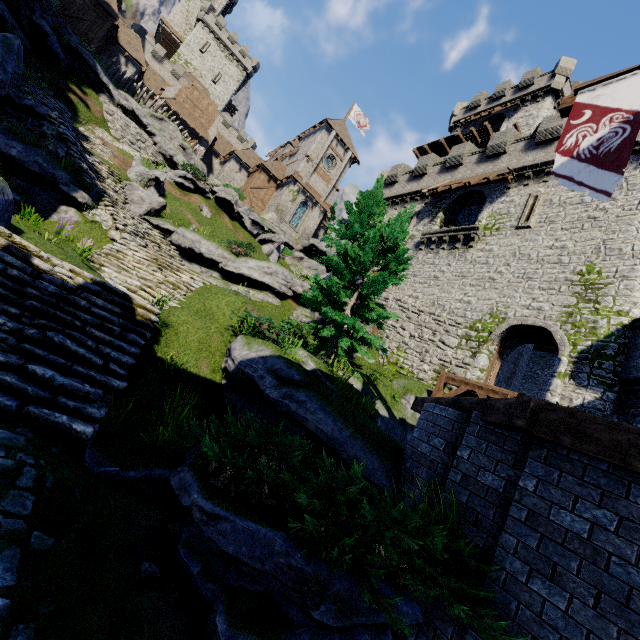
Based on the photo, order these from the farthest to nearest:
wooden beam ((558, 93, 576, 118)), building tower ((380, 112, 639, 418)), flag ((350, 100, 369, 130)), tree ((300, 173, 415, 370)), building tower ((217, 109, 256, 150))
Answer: building tower ((217, 109, 256, 150))
flag ((350, 100, 369, 130))
building tower ((380, 112, 639, 418))
tree ((300, 173, 415, 370))
wooden beam ((558, 93, 576, 118))

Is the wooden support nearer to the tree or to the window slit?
the tree

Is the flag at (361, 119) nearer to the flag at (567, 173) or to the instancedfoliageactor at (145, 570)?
the flag at (567, 173)

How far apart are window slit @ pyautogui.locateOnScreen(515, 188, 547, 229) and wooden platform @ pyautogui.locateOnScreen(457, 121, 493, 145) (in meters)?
15.64

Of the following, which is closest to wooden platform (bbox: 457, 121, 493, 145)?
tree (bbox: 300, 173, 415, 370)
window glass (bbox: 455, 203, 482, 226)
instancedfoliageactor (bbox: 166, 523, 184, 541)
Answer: window glass (bbox: 455, 203, 482, 226)

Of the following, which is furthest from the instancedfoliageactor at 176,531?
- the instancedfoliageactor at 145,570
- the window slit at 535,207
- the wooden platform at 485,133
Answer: the wooden platform at 485,133

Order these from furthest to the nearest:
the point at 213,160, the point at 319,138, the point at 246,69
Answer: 1. the point at 246,69
2. the point at 213,160
3. the point at 319,138

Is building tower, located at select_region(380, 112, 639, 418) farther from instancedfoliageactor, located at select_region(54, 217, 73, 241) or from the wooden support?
instancedfoliageactor, located at select_region(54, 217, 73, 241)
